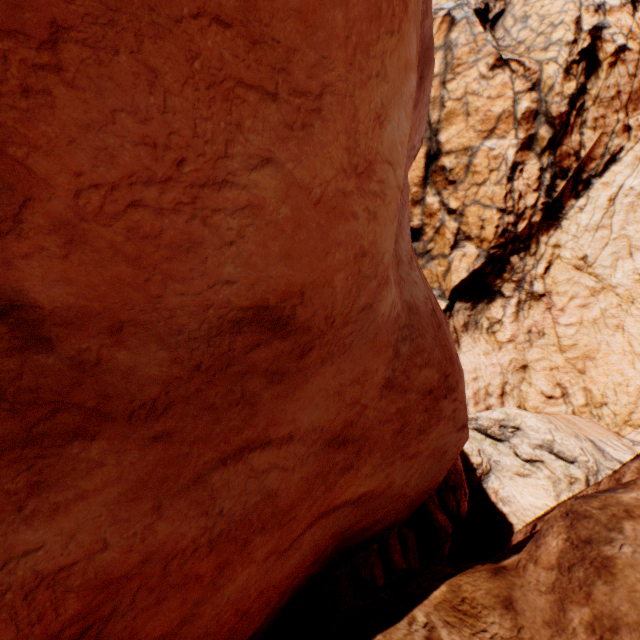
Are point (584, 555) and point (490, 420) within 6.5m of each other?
no
